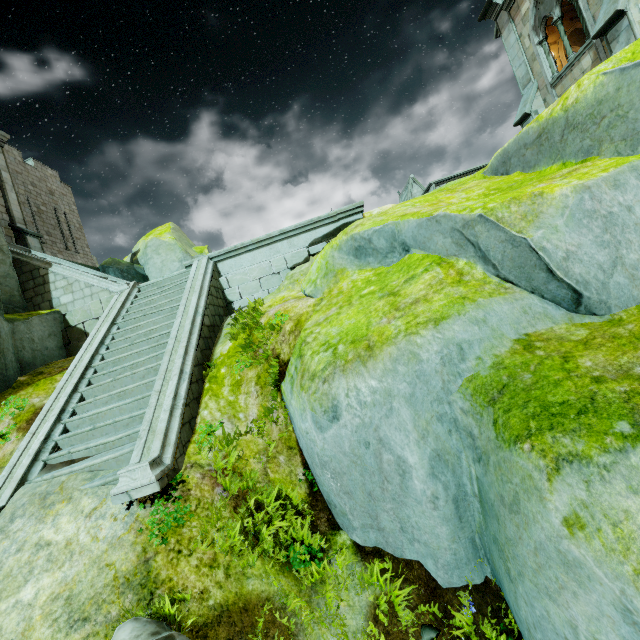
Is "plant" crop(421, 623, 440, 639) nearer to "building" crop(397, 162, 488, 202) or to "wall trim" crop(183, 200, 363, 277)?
"wall trim" crop(183, 200, 363, 277)

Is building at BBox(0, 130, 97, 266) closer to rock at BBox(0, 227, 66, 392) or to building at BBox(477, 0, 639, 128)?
rock at BBox(0, 227, 66, 392)

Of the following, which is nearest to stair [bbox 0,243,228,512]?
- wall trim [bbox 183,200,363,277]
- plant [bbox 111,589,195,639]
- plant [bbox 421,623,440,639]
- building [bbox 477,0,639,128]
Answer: wall trim [bbox 183,200,363,277]

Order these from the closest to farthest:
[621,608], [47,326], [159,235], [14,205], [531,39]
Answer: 1. [621,608]
2. [47,326]
3. [531,39]
4. [14,205]
5. [159,235]

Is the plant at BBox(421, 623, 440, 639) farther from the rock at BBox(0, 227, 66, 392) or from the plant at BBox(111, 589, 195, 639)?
the plant at BBox(111, 589, 195, 639)

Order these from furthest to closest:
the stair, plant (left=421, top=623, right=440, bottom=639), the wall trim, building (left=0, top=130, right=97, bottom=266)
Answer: building (left=0, top=130, right=97, bottom=266), the wall trim, the stair, plant (left=421, top=623, right=440, bottom=639)

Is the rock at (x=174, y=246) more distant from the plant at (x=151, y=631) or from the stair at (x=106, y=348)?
the plant at (x=151, y=631)

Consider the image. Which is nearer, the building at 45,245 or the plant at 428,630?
the plant at 428,630
